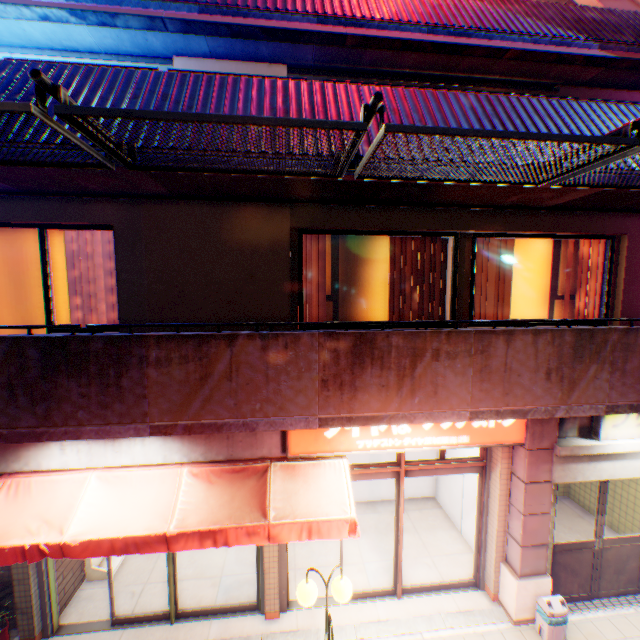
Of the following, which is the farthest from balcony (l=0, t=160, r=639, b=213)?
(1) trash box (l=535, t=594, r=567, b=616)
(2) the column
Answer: (1) trash box (l=535, t=594, r=567, b=616)

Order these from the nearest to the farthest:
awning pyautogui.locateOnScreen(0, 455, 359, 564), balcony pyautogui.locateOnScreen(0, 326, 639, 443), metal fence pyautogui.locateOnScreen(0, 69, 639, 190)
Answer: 1. metal fence pyautogui.locateOnScreen(0, 69, 639, 190)
2. balcony pyautogui.locateOnScreen(0, 326, 639, 443)
3. awning pyautogui.locateOnScreen(0, 455, 359, 564)

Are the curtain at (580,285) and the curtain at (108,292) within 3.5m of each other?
no

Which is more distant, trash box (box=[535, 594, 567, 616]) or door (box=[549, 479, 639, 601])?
door (box=[549, 479, 639, 601])

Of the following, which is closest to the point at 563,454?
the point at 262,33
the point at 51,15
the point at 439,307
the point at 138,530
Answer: the point at 439,307

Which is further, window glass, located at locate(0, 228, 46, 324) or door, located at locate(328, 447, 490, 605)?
door, located at locate(328, 447, 490, 605)

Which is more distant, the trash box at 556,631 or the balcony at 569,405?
the trash box at 556,631

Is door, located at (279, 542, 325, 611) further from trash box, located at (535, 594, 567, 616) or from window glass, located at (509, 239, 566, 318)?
window glass, located at (509, 239, 566, 318)
